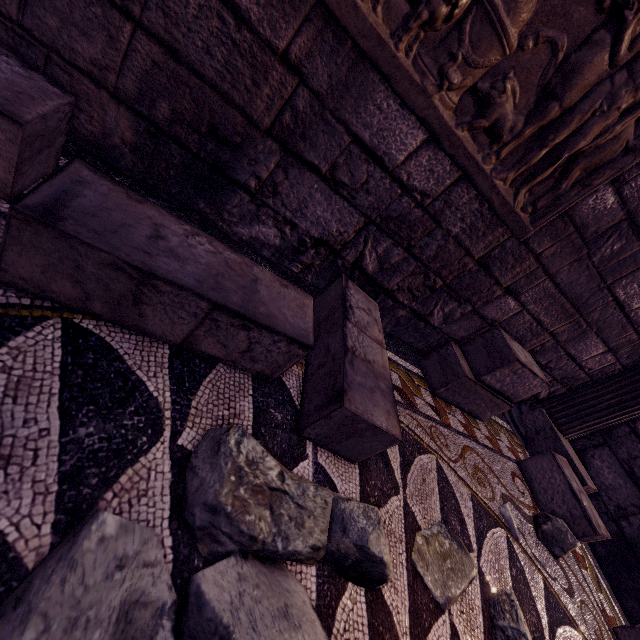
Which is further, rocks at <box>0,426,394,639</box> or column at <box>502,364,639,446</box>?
column at <box>502,364,639,446</box>

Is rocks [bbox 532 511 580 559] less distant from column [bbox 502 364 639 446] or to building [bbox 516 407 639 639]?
building [bbox 516 407 639 639]

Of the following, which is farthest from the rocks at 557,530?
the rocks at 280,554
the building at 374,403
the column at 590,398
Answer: the rocks at 280,554

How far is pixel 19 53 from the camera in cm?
114

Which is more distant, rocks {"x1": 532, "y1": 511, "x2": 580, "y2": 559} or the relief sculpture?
rocks {"x1": 532, "y1": 511, "x2": 580, "y2": 559}

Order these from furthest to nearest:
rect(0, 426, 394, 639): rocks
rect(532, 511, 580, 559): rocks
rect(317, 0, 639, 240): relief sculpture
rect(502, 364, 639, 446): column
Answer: rect(502, 364, 639, 446): column, rect(532, 511, 580, 559): rocks, rect(317, 0, 639, 240): relief sculpture, rect(0, 426, 394, 639): rocks

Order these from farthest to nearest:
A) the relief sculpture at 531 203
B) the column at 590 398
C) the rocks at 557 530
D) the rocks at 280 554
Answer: the column at 590 398 → the rocks at 557 530 → the relief sculpture at 531 203 → the rocks at 280 554

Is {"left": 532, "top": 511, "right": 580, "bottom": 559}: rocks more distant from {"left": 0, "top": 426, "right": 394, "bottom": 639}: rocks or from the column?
{"left": 0, "top": 426, "right": 394, "bottom": 639}: rocks
